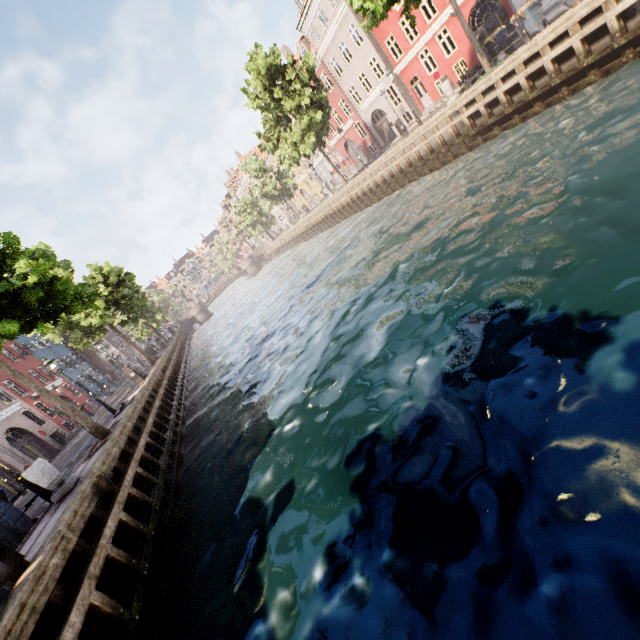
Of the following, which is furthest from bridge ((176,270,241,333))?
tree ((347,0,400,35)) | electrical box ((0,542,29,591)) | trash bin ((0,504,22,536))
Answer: electrical box ((0,542,29,591))

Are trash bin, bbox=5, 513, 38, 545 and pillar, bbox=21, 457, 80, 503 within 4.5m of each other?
→ yes

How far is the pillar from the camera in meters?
7.7 m

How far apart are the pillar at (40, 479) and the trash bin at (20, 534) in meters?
0.9 m

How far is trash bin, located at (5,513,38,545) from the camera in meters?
7.8 m

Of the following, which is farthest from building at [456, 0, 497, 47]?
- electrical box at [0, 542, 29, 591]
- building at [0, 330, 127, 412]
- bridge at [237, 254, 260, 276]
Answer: building at [0, 330, 127, 412]

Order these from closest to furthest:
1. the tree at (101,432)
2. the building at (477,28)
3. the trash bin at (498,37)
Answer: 1. the tree at (101,432)
2. the trash bin at (498,37)
3. the building at (477,28)

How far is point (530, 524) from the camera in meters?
3.2
